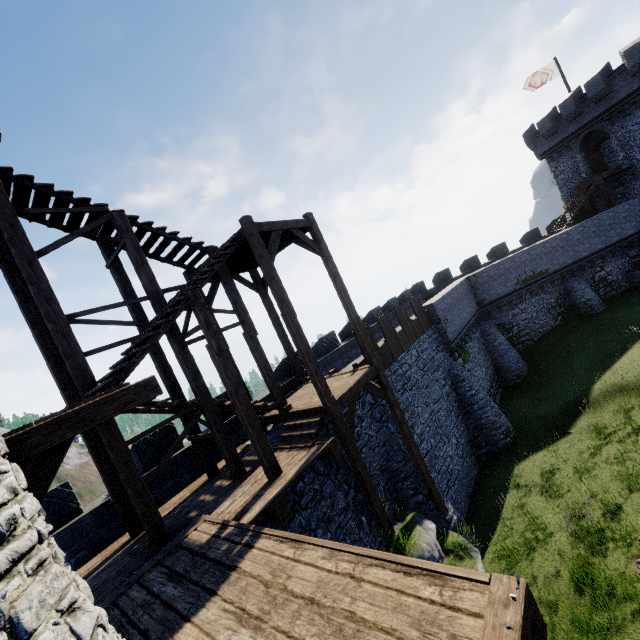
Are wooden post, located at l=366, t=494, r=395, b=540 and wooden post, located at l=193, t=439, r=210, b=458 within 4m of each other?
no

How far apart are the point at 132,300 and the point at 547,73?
39.1m

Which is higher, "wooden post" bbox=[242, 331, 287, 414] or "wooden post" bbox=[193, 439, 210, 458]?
"wooden post" bbox=[242, 331, 287, 414]

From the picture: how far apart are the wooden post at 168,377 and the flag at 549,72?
38.01m

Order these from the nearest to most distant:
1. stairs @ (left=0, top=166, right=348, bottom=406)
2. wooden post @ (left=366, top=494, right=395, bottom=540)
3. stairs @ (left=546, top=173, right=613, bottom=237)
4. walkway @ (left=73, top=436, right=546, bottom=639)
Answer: walkway @ (left=73, top=436, right=546, bottom=639) → stairs @ (left=0, top=166, right=348, bottom=406) → wooden post @ (left=366, top=494, right=395, bottom=540) → stairs @ (left=546, top=173, right=613, bottom=237)

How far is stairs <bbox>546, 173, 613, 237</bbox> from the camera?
26.9m

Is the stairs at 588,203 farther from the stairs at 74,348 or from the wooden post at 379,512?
the wooden post at 379,512

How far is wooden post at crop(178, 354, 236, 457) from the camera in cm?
881
